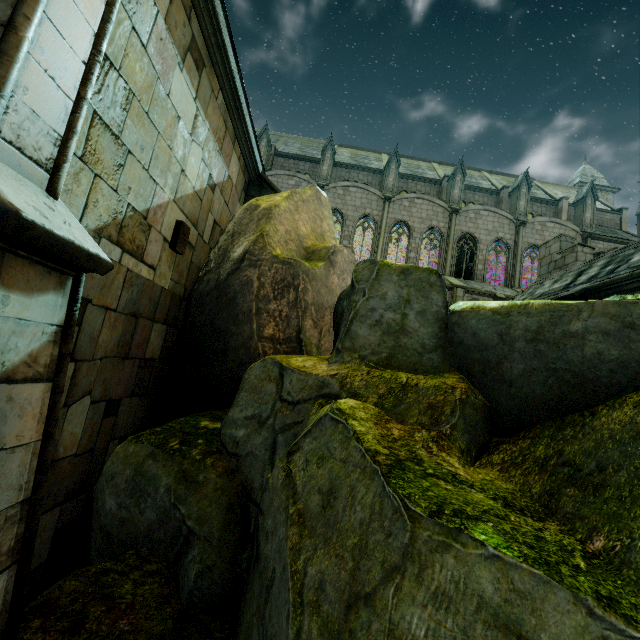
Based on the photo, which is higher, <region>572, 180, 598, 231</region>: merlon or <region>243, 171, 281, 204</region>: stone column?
<region>572, 180, 598, 231</region>: merlon

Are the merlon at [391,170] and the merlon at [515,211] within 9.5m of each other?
no

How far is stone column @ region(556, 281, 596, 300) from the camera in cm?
940

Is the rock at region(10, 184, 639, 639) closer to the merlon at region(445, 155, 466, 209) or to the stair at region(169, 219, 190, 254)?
the stair at region(169, 219, 190, 254)

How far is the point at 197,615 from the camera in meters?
2.3 m

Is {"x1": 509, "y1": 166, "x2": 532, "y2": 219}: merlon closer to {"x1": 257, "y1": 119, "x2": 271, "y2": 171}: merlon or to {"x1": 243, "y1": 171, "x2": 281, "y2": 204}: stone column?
{"x1": 257, "y1": 119, "x2": 271, "y2": 171}: merlon

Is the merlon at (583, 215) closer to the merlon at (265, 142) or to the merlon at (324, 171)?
the merlon at (324, 171)

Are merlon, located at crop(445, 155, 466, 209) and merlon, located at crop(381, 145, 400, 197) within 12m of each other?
yes
